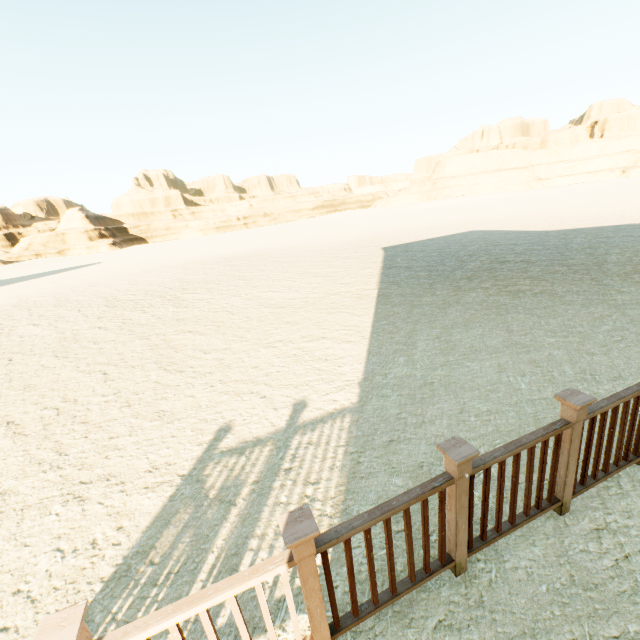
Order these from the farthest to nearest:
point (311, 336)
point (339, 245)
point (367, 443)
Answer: point (339, 245) → point (311, 336) → point (367, 443)
